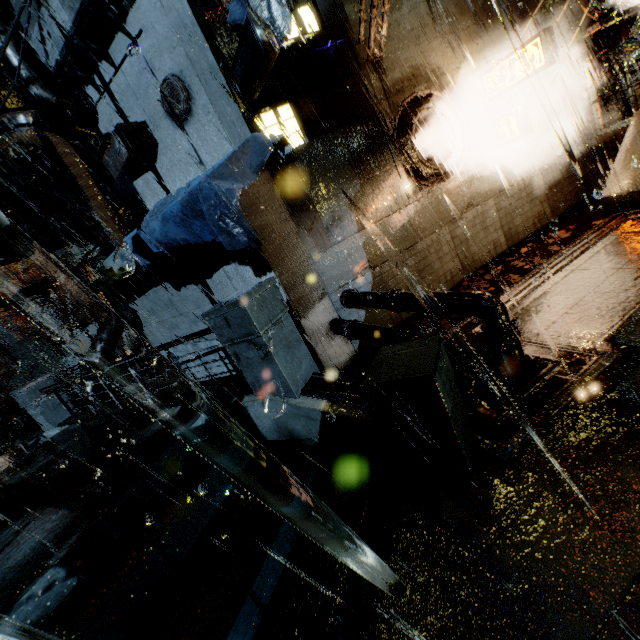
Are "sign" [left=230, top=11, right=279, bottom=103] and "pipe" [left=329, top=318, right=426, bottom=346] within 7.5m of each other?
yes

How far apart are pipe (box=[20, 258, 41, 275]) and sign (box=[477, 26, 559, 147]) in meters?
55.9 m

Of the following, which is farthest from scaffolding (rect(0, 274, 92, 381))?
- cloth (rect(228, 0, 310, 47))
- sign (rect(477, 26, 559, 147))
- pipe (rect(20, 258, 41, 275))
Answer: pipe (rect(20, 258, 41, 275))

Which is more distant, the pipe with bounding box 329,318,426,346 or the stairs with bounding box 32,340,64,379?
the stairs with bounding box 32,340,64,379

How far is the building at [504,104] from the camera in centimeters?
1044cm

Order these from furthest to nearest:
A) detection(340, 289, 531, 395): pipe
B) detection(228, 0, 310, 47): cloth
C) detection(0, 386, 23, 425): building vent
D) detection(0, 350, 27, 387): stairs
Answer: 1. detection(0, 386, 23, 425): building vent
2. detection(0, 350, 27, 387): stairs
3. detection(228, 0, 310, 47): cloth
4. detection(340, 289, 531, 395): pipe

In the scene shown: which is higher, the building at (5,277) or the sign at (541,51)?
the building at (5,277)

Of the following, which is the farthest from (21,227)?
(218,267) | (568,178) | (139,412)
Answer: (568,178)
